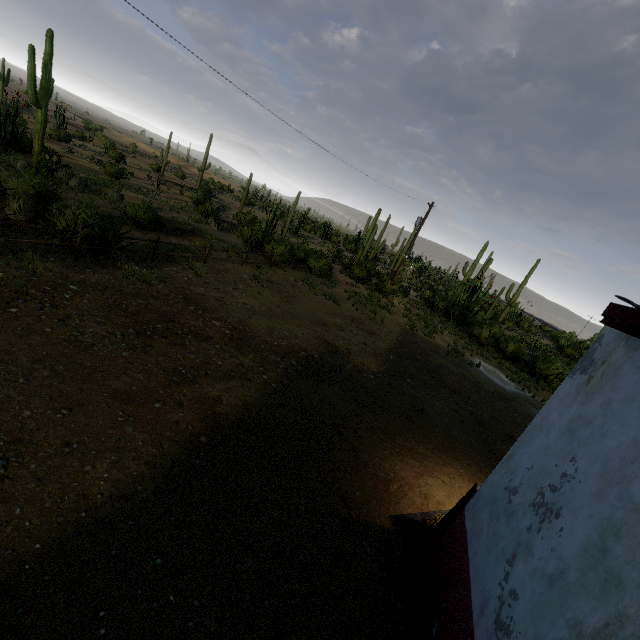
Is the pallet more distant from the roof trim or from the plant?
the plant

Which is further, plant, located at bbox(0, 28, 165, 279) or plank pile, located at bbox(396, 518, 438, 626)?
plant, located at bbox(0, 28, 165, 279)

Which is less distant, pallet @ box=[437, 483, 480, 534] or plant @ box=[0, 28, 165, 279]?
pallet @ box=[437, 483, 480, 534]

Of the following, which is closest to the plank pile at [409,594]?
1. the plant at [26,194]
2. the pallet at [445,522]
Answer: the pallet at [445,522]

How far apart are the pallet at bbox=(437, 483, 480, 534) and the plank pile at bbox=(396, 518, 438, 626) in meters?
0.0

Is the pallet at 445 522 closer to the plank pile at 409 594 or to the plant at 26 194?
the plank pile at 409 594

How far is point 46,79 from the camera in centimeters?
1939cm

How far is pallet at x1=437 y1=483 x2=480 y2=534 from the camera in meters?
4.8 m
